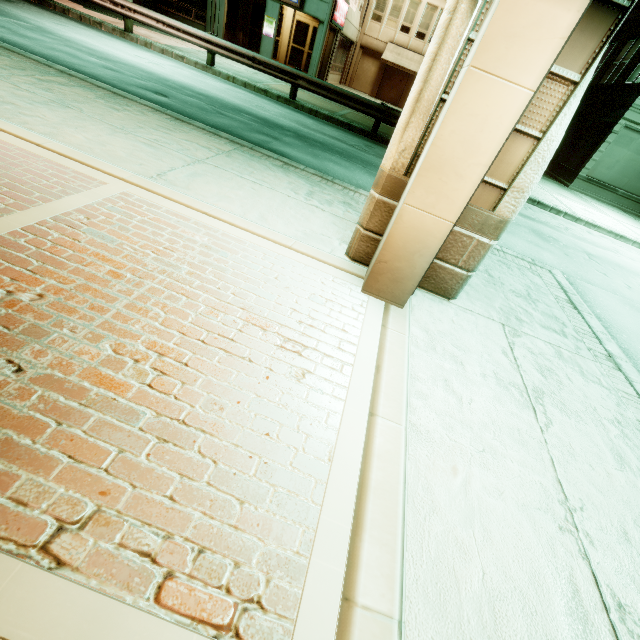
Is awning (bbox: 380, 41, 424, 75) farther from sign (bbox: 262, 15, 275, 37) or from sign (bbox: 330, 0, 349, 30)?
sign (bbox: 262, 15, 275, 37)

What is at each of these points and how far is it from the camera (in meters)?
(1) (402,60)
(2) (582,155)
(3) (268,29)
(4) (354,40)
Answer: (1) awning, 26.81
(2) building, 20.64
(3) sign, 19.47
(4) building, 26.22

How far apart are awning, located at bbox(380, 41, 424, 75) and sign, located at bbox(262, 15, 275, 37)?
11.7m

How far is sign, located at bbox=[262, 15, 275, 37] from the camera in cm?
1916

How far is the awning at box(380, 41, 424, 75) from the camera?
26.59m

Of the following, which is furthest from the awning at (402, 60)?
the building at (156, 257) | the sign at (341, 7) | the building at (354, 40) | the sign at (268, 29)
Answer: the building at (156, 257)

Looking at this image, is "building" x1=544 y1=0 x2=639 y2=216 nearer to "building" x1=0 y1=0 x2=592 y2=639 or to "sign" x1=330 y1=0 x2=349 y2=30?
"sign" x1=330 y1=0 x2=349 y2=30

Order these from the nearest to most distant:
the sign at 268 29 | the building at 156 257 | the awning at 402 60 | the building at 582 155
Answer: the building at 156 257 < the building at 582 155 < the sign at 268 29 < the awning at 402 60
